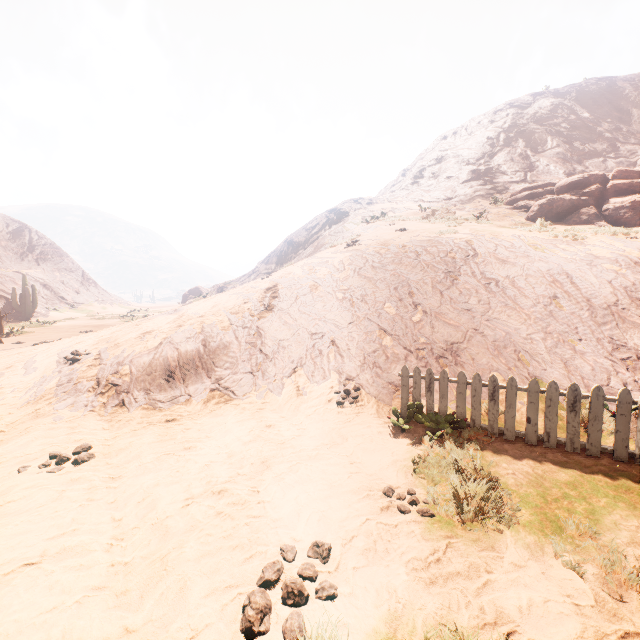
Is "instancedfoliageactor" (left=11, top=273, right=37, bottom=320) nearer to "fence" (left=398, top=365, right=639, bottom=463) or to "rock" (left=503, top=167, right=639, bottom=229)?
"rock" (left=503, top=167, right=639, bottom=229)

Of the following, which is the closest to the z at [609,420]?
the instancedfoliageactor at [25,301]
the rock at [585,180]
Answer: the instancedfoliageactor at [25,301]

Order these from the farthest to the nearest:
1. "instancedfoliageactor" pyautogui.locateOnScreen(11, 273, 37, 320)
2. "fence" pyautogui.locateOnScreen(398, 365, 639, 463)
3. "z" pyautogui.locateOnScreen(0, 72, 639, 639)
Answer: "instancedfoliageactor" pyautogui.locateOnScreen(11, 273, 37, 320) → "fence" pyautogui.locateOnScreen(398, 365, 639, 463) → "z" pyautogui.locateOnScreen(0, 72, 639, 639)

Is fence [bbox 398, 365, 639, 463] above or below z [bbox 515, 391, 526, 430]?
above

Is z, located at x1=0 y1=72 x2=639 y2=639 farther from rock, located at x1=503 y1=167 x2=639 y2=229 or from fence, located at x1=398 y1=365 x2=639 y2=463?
rock, located at x1=503 y1=167 x2=639 y2=229

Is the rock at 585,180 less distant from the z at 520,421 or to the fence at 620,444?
the z at 520,421

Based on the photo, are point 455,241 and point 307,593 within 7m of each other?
no

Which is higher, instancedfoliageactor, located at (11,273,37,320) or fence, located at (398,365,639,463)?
instancedfoliageactor, located at (11,273,37,320)
